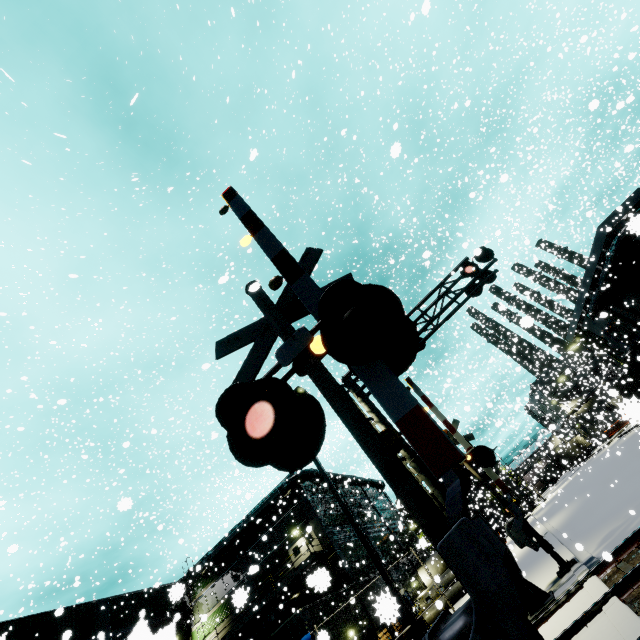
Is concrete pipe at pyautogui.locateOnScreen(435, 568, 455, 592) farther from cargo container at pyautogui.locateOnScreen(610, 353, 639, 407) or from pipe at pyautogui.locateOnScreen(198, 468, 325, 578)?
pipe at pyautogui.locateOnScreen(198, 468, 325, 578)

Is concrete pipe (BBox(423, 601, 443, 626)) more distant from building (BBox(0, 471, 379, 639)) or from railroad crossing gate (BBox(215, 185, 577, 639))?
railroad crossing gate (BBox(215, 185, 577, 639))

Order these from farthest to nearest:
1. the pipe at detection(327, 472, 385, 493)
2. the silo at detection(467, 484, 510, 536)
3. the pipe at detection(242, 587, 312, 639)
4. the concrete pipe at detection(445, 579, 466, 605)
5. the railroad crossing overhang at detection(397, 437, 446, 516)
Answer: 1. the silo at detection(467, 484, 510, 536)
2. the pipe at detection(327, 472, 385, 493)
3. the concrete pipe at detection(445, 579, 466, 605)
4. the pipe at detection(242, 587, 312, 639)
5. the railroad crossing overhang at detection(397, 437, 446, 516)

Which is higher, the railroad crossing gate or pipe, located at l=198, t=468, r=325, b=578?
pipe, located at l=198, t=468, r=325, b=578

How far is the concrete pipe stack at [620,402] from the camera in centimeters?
188cm

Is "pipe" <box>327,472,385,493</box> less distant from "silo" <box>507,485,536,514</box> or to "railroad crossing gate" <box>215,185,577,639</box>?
"silo" <box>507,485,536,514</box>

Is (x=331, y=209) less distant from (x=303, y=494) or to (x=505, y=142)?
(x=505, y=142)

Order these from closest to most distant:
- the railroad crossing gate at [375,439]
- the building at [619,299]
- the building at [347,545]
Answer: the railroad crossing gate at [375,439] < the building at [347,545] < the building at [619,299]
